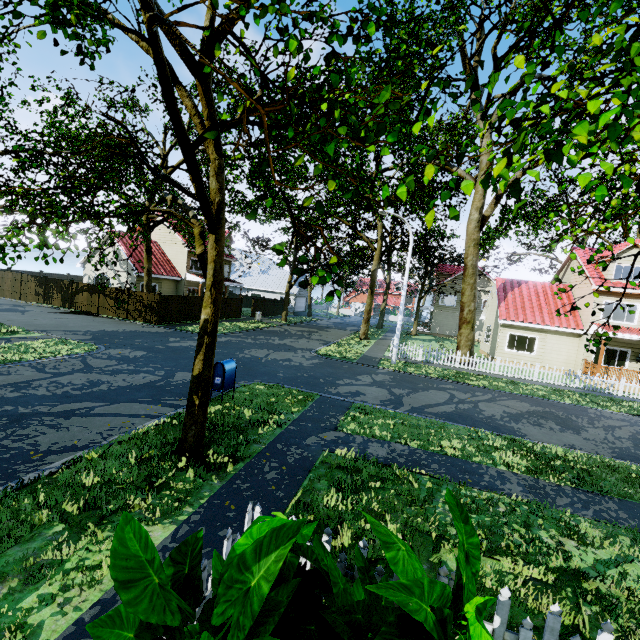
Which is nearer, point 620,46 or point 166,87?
point 620,46

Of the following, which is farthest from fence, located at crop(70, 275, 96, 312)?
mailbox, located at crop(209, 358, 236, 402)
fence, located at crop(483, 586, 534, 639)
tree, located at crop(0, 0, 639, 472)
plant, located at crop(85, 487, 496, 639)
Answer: mailbox, located at crop(209, 358, 236, 402)

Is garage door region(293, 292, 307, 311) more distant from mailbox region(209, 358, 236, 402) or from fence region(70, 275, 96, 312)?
mailbox region(209, 358, 236, 402)

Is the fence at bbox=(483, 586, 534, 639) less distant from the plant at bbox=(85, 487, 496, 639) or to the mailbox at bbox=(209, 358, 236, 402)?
the plant at bbox=(85, 487, 496, 639)

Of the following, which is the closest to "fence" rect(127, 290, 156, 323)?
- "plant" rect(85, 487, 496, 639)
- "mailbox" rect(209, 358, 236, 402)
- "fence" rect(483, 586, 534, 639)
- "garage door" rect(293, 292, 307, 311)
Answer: "fence" rect(483, 586, 534, 639)

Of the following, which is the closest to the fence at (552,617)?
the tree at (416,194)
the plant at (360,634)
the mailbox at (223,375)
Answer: the plant at (360,634)

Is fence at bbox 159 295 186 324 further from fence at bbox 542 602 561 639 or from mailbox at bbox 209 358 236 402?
mailbox at bbox 209 358 236 402

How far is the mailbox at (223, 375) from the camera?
9.4 meters
